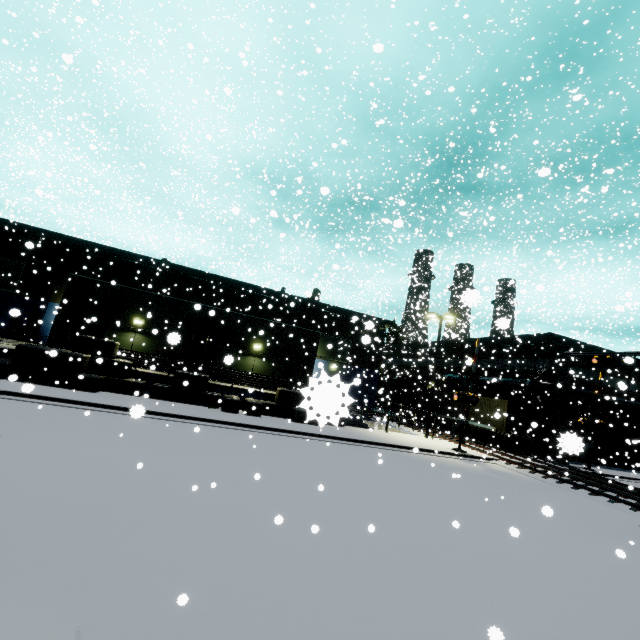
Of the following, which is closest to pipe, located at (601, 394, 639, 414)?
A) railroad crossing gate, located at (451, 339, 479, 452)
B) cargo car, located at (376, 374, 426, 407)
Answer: cargo car, located at (376, 374, 426, 407)

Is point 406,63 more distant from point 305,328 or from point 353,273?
point 305,328

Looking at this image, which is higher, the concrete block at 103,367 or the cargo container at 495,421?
the cargo container at 495,421

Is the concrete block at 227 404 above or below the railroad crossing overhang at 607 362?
below

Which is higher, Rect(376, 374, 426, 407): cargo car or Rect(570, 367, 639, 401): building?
Rect(570, 367, 639, 401): building

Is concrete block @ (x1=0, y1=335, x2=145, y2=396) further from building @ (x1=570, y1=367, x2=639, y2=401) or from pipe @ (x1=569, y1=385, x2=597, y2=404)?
pipe @ (x1=569, y1=385, x2=597, y2=404)

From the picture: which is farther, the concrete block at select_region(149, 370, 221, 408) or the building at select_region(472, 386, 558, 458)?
the building at select_region(472, 386, 558, 458)

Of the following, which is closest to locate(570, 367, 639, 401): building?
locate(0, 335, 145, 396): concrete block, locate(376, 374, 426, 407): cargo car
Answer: locate(0, 335, 145, 396): concrete block
